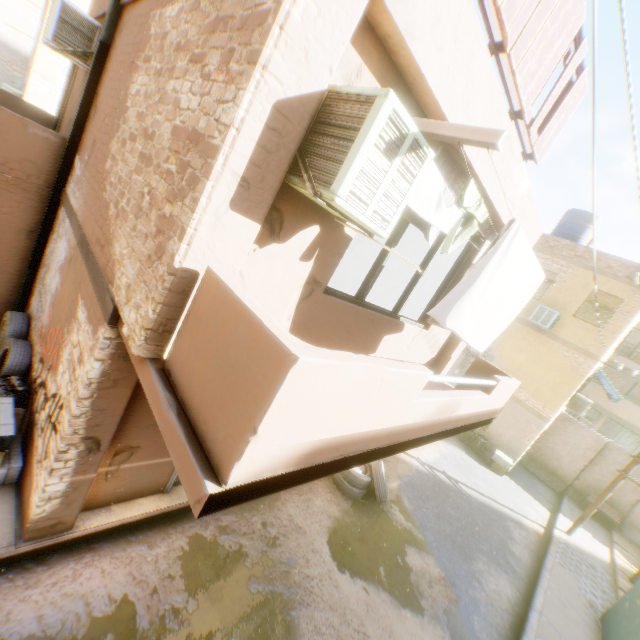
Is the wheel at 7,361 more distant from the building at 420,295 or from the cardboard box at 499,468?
the cardboard box at 499,468

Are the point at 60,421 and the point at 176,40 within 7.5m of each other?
yes

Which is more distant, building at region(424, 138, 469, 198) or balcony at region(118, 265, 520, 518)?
building at region(424, 138, 469, 198)

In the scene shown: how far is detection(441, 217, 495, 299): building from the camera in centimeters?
554cm

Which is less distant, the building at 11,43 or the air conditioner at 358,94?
the air conditioner at 358,94

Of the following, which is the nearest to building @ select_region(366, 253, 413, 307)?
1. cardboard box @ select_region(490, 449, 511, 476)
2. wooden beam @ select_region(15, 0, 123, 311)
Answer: wooden beam @ select_region(15, 0, 123, 311)
